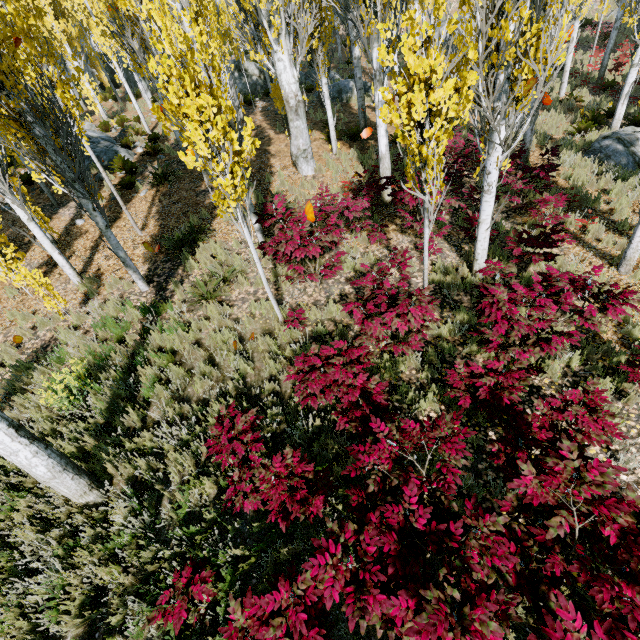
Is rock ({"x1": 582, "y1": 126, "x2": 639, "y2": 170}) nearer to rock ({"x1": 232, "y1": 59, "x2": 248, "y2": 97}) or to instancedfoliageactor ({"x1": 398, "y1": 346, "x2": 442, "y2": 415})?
instancedfoliageactor ({"x1": 398, "y1": 346, "x2": 442, "y2": 415})

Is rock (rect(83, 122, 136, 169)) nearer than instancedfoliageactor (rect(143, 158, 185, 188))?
No

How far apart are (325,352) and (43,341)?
6.63m

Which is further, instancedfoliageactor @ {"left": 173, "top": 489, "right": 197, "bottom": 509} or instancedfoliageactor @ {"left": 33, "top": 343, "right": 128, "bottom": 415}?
instancedfoliageactor @ {"left": 33, "top": 343, "right": 128, "bottom": 415}

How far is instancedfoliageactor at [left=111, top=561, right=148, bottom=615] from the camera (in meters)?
3.48

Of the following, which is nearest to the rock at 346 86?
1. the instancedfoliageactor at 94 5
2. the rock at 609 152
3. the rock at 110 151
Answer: the instancedfoliageactor at 94 5

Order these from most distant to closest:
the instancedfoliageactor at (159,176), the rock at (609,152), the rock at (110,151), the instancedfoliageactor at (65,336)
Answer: the rock at (110,151) → the instancedfoliageactor at (159,176) → the rock at (609,152) → the instancedfoliageactor at (65,336)

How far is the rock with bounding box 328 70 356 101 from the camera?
18.1 meters
